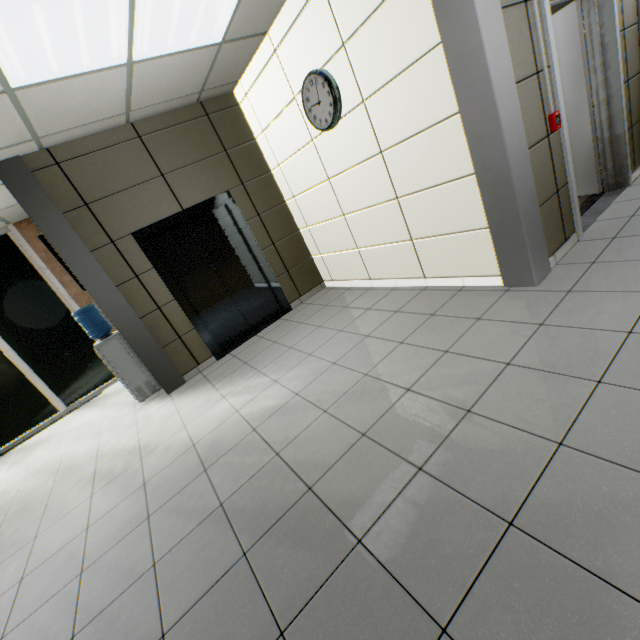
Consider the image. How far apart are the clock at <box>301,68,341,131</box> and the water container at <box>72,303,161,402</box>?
3.7 meters

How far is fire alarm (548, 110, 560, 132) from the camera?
2.8m

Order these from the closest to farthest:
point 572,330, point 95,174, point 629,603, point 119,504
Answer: point 629,603
point 572,330
point 119,504
point 95,174

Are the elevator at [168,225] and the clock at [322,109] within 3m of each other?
yes

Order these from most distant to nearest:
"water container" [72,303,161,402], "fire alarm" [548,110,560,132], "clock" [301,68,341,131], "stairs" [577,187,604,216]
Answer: "water container" [72,303,161,402] < "stairs" [577,187,604,216] < "clock" [301,68,341,131] < "fire alarm" [548,110,560,132]

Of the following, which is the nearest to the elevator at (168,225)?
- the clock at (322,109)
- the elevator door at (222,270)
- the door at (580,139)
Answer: the elevator door at (222,270)

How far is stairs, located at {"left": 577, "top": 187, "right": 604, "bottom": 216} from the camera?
3.9 meters

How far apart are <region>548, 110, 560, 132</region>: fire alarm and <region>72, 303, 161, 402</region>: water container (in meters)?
5.50
